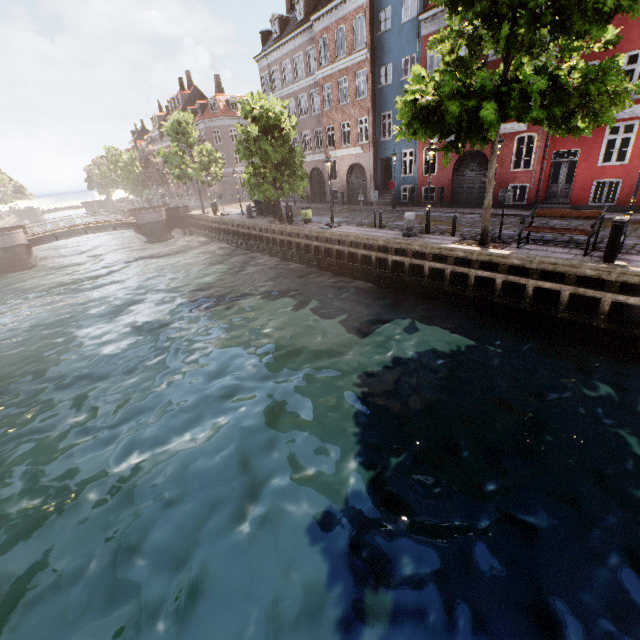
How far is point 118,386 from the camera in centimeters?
1052cm

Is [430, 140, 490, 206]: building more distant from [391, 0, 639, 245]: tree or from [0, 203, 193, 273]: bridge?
[0, 203, 193, 273]: bridge

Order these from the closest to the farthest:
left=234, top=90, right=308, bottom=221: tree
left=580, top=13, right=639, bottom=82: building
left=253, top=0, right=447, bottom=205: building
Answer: left=580, top=13, right=639, bottom=82: building → left=234, top=90, right=308, bottom=221: tree → left=253, top=0, right=447, bottom=205: building

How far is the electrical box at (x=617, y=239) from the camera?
8.85m

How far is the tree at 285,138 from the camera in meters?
→ 19.2 m

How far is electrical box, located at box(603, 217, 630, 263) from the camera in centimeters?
885cm

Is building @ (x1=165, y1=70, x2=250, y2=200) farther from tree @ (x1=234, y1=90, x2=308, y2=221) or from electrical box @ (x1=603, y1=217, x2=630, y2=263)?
electrical box @ (x1=603, y1=217, x2=630, y2=263)

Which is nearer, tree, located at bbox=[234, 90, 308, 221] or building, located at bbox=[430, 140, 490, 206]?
tree, located at bbox=[234, 90, 308, 221]
